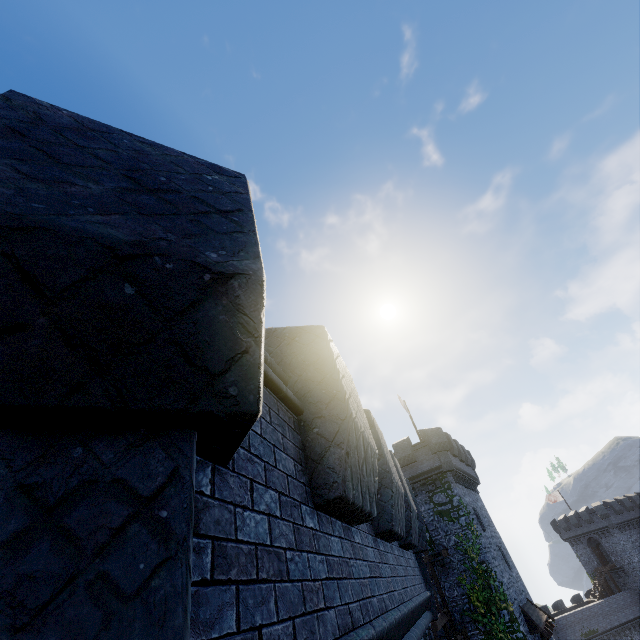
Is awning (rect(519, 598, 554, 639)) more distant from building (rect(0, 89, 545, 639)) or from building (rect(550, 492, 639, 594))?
building (rect(550, 492, 639, 594))

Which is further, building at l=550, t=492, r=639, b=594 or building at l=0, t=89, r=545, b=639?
building at l=550, t=492, r=639, b=594

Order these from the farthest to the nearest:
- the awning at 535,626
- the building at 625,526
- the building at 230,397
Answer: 1. the building at 625,526
2. the awning at 535,626
3. the building at 230,397

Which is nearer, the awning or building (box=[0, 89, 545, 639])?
building (box=[0, 89, 545, 639])

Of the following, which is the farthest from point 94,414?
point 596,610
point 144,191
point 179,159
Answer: point 596,610

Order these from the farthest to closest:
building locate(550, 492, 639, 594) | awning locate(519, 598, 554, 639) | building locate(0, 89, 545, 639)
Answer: building locate(550, 492, 639, 594) → awning locate(519, 598, 554, 639) → building locate(0, 89, 545, 639)

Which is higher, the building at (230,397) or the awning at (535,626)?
the building at (230,397)
